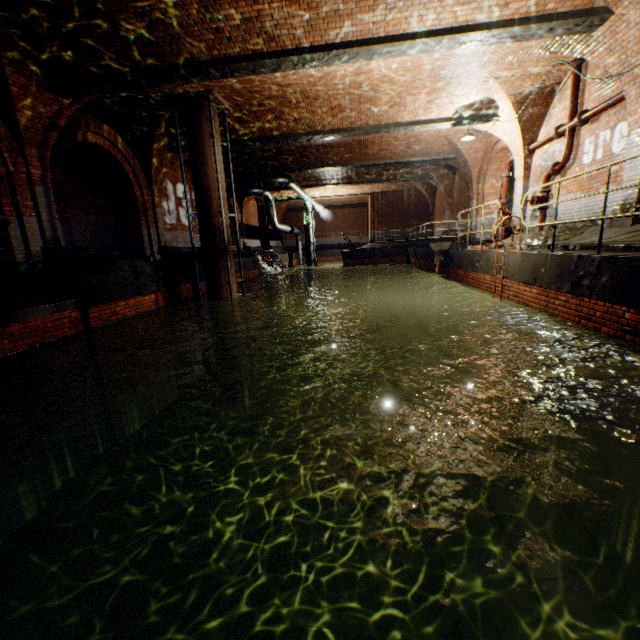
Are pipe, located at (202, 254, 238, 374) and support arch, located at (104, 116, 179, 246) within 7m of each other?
yes

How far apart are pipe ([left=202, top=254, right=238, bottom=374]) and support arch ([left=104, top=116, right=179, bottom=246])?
3.8m

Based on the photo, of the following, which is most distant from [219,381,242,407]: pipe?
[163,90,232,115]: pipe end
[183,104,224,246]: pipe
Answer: [163,90,232,115]: pipe end

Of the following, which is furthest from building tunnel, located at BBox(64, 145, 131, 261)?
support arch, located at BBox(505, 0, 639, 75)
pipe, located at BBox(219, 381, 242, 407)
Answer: support arch, located at BBox(505, 0, 639, 75)

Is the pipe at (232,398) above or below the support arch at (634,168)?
below

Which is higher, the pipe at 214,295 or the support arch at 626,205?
the support arch at 626,205

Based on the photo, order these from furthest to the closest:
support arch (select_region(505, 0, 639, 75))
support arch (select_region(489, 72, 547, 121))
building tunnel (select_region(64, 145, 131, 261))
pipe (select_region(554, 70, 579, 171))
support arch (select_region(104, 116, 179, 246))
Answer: building tunnel (select_region(64, 145, 131, 261)) → support arch (select_region(104, 116, 179, 246)) → support arch (select_region(489, 72, 547, 121)) → pipe (select_region(554, 70, 579, 171)) → support arch (select_region(505, 0, 639, 75))

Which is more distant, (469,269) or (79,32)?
(469,269)
